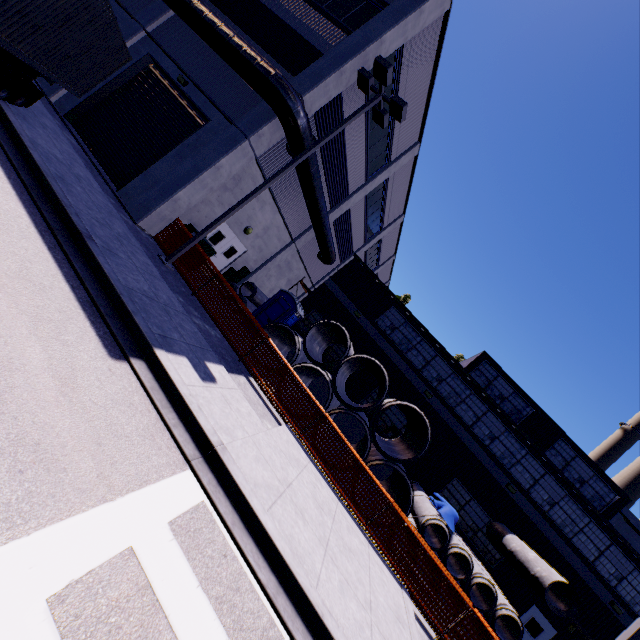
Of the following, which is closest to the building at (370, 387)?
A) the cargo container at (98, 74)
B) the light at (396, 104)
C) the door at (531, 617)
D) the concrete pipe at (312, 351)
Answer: the door at (531, 617)

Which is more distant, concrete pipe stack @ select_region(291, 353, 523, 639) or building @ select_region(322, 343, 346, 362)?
building @ select_region(322, 343, 346, 362)

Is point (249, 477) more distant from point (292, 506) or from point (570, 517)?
point (570, 517)

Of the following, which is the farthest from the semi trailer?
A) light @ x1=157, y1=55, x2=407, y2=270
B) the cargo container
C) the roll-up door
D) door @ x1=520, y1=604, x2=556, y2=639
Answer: door @ x1=520, y1=604, x2=556, y2=639

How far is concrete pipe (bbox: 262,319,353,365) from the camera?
13.3m

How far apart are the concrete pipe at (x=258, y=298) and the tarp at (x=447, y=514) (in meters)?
12.04

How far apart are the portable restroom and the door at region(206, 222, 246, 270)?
3.0 meters

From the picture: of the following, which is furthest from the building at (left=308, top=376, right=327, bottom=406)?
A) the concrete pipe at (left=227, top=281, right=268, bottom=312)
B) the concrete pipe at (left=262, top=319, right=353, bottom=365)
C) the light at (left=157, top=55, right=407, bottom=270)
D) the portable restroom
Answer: the concrete pipe at (left=262, top=319, right=353, bottom=365)
